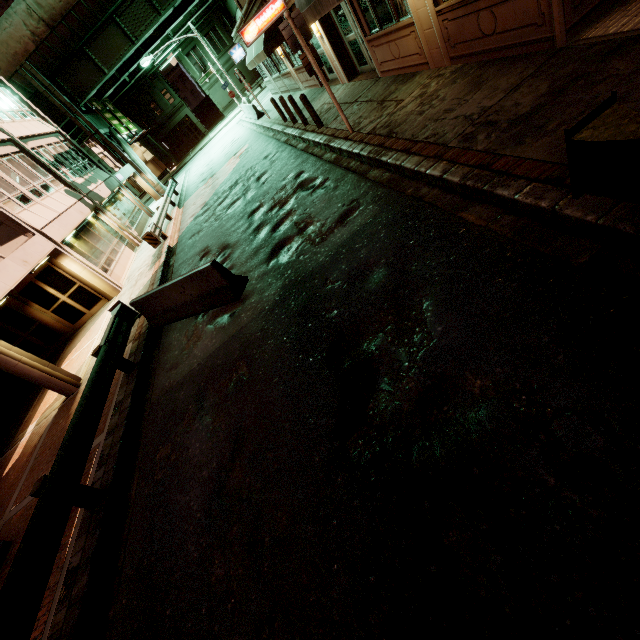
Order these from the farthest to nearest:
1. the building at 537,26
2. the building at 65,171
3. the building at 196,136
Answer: the building at 196,136, the building at 65,171, the building at 537,26

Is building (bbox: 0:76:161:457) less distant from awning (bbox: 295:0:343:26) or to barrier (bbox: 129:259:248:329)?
barrier (bbox: 129:259:248:329)

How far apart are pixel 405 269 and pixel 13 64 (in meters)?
37.31

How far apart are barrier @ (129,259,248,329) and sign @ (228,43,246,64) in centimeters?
2537cm

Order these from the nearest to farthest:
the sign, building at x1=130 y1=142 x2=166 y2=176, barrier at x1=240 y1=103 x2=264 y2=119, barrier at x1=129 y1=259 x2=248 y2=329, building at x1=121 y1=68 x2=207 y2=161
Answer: barrier at x1=129 y1=259 x2=248 y2=329 → barrier at x1=240 y1=103 x2=264 y2=119 → the sign → building at x1=121 y1=68 x2=207 y2=161 → building at x1=130 y1=142 x2=166 y2=176

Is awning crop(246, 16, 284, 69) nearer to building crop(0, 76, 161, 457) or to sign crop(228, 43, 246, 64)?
sign crop(228, 43, 246, 64)

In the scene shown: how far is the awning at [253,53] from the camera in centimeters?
1492cm

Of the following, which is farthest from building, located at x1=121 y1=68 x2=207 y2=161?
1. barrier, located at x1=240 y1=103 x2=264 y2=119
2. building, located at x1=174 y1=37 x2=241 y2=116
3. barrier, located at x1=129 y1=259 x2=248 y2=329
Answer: barrier, located at x1=129 y1=259 x2=248 y2=329
